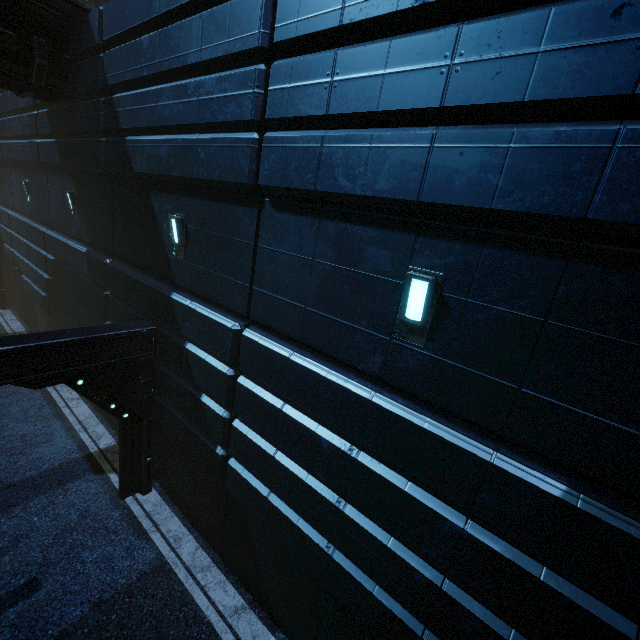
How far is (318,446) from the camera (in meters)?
4.91
